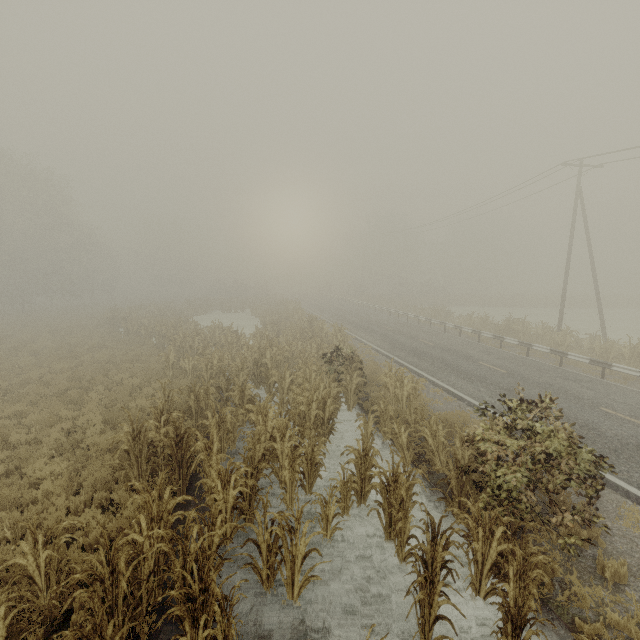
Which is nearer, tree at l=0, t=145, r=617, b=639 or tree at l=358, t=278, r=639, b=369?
tree at l=0, t=145, r=617, b=639

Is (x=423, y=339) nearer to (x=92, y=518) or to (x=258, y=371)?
(x=258, y=371)

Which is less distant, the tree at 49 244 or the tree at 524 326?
the tree at 49 244
